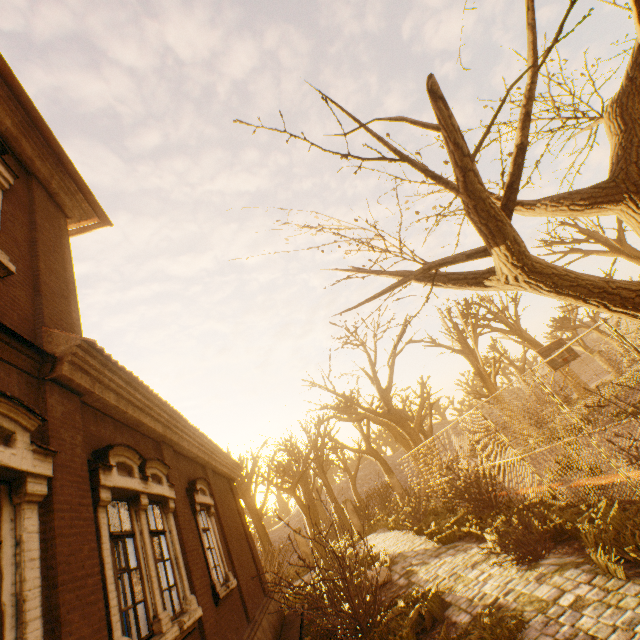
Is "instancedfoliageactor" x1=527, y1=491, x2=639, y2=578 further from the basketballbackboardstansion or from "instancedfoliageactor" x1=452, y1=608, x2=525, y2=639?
the basketballbackboardstansion

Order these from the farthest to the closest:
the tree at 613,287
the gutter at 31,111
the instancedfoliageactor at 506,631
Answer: the gutter at 31,111
the instancedfoliageactor at 506,631
the tree at 613,287

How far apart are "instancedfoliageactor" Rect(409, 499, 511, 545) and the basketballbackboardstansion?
7.6m

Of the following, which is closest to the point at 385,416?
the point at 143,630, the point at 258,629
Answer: the point at 258,629

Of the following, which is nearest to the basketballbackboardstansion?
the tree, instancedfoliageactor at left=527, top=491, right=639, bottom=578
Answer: the tree

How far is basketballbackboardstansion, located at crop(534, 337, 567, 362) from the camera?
15.08m

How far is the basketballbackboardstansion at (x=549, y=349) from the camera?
15.08m

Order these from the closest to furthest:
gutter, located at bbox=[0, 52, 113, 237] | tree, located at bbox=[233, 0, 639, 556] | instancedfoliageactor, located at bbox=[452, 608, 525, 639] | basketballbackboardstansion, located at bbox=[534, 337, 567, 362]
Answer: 1. tree, located at bbox=[233, 0, 639, 556]
2. instancedfoliageactor, located at bbox=[452, 608, 525, 639]
3. gutter, located at bbox=[0, 52, 113, 237]
4. basketballbackboardstansion, located at bbox=[534, 337, 567, 362]
